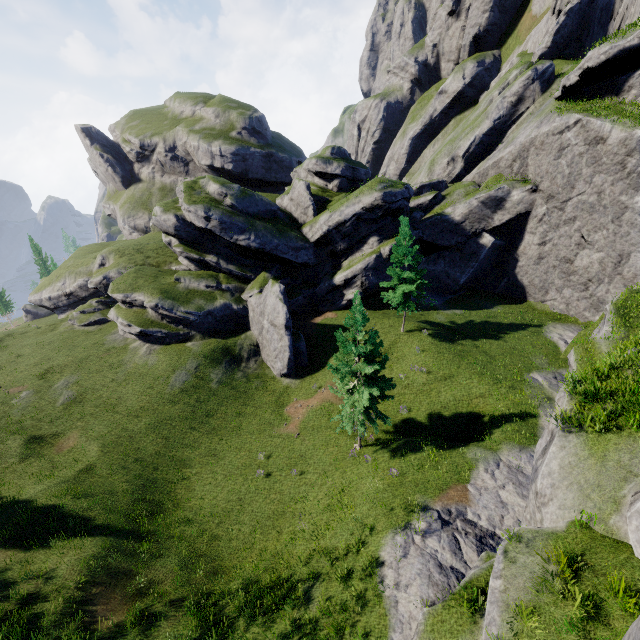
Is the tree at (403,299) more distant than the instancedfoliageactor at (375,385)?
Yes

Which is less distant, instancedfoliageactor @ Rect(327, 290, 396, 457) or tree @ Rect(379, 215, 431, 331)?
instancedfoliageactor @ Rect(327, 290, 396, 457)

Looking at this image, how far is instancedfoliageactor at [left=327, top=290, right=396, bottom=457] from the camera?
17.50m

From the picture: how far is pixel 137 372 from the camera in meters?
30.1 m

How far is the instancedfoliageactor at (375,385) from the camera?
17.50m

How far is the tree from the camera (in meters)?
27.31
